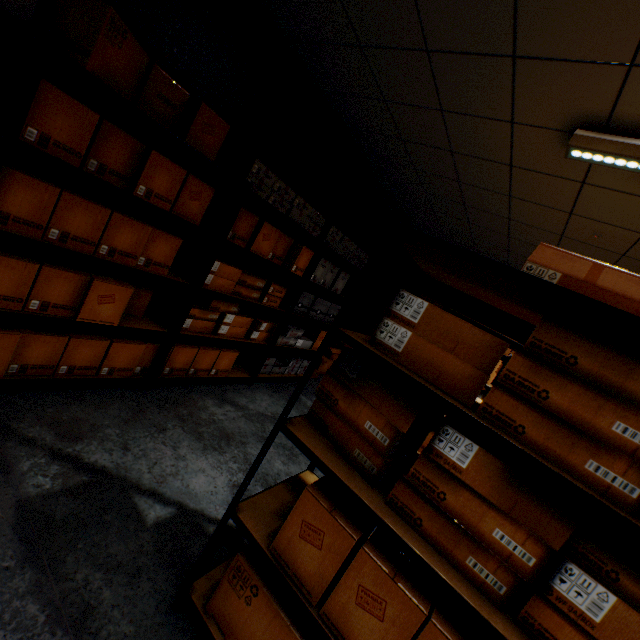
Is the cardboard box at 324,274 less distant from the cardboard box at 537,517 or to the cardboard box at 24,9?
the cardboard box at 24,9

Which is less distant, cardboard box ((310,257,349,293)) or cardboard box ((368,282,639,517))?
cardboard box ((368,282,639,517))

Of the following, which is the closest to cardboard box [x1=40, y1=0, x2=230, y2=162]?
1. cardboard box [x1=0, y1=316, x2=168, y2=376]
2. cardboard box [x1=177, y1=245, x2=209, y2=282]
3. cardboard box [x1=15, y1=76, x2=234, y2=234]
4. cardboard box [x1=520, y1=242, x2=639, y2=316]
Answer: cardboard box [x1=15, y1=76, x2=234, y2=234]

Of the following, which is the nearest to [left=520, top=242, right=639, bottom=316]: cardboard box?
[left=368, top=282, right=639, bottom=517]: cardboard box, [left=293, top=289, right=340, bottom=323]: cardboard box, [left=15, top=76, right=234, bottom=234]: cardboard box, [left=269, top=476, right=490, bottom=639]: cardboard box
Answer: [left=368, top=282, right=639, bottom=517]: cardboard box

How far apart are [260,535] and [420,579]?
0.6m

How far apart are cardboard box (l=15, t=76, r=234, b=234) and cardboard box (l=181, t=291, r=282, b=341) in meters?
0.7

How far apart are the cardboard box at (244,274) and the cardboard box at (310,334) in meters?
0.1

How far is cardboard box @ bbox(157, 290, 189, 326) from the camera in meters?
A: 2.6
